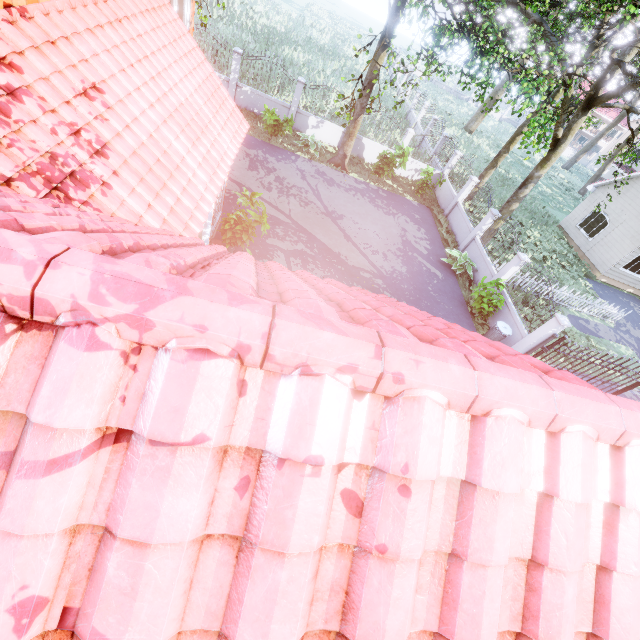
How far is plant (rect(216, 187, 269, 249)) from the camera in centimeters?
885cm

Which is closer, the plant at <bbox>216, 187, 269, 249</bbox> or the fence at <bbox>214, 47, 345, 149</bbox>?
the plant at <bbox>216, 187, 269, 249</bbox>

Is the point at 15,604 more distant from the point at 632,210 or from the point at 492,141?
the point at 492,141

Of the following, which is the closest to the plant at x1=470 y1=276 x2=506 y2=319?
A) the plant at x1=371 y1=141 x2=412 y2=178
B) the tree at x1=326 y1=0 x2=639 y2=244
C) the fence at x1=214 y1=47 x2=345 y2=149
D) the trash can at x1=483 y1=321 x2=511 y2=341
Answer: the fence at x1=214 y1=47 x2=345 y2=149

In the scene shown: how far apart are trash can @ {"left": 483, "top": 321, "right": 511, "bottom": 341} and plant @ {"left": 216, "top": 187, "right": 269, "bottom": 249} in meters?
8.8

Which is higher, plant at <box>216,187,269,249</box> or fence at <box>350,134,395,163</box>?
plant at <box>216,187,269,249</box>

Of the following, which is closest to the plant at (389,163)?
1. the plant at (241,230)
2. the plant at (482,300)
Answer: the plant at (482,300)

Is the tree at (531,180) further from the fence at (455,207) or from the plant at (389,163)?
the plant at (389,163)
